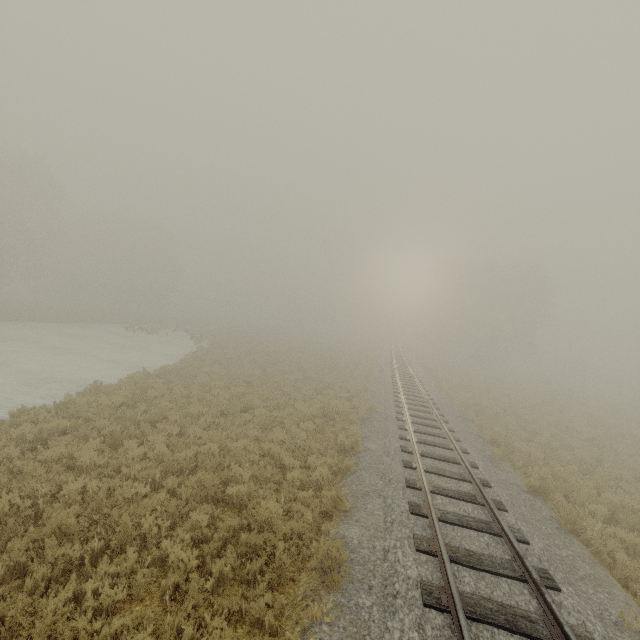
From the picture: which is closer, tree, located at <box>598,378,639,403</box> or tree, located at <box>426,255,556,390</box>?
tree, located at <box>598,378,639,403</box>

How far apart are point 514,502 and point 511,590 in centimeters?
399cm

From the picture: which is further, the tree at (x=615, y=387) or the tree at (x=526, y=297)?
the tree at (x=526, y=297)

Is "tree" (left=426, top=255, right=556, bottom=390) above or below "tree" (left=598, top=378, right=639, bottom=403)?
above

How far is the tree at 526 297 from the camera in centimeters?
4716cm

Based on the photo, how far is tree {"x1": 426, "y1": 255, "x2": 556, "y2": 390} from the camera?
47.2 meters
